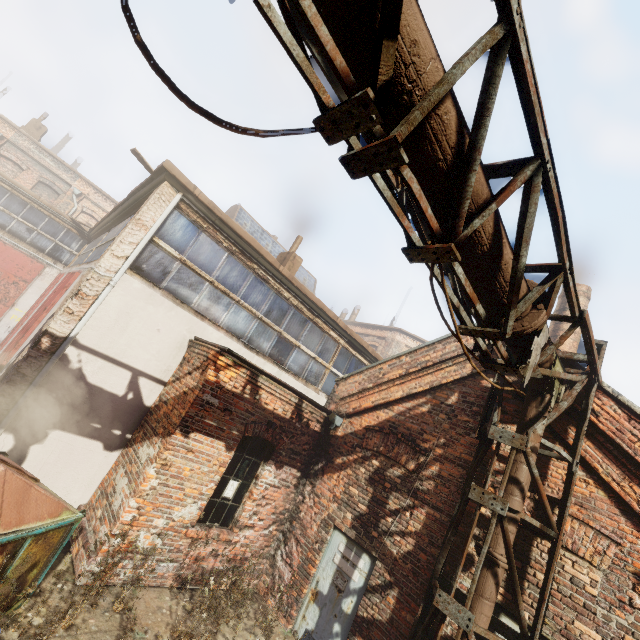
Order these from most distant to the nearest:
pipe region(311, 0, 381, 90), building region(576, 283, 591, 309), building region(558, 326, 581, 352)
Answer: building region(576, 283, 591, 309)
building region(558, 326, 581, 352)
pipe region(311, 0, 381, 90)

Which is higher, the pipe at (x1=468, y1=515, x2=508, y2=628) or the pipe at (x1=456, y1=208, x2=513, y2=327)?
the pipe at (x1=456, y1=208, x2=513, y2=327)

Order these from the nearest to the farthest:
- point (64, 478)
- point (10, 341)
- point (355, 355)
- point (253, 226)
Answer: point (64, 478), point (10, 341), point (355, 355), point (253, 226)

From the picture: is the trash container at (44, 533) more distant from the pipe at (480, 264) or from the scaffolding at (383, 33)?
the pipe at (480, 264)

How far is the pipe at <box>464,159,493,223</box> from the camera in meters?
2.5

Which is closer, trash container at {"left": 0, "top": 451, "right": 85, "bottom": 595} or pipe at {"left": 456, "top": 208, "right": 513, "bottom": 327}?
pipe at {"left": 456, "top": 208, "right": 513, "bottom": 327}

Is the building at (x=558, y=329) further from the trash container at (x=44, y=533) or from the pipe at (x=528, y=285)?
the trash container at (x=44, y=533)

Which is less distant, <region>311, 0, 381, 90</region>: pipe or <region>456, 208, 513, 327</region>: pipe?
<region>311, 0, 381, 90</region>: pipe
